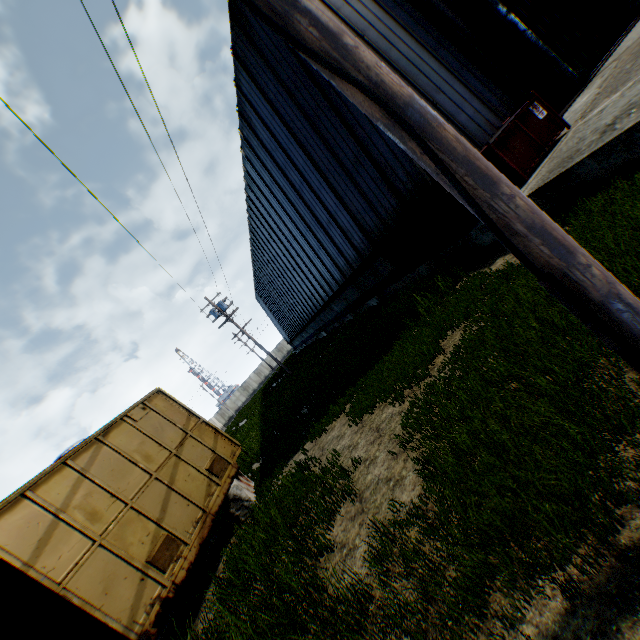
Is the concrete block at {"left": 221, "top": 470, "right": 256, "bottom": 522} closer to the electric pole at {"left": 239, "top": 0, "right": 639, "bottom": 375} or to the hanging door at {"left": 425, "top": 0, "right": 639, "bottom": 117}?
the electric pole at {"left": 239, "top": 0, "right": 639, "bottom": 375}

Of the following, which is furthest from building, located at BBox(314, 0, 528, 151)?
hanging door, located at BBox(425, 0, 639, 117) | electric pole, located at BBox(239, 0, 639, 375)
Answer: electric pole, located at BBox(239, 0, 639, 375)

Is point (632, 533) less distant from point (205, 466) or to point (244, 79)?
point (205, 466)

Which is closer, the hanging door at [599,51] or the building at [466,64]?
the building at [466,64]

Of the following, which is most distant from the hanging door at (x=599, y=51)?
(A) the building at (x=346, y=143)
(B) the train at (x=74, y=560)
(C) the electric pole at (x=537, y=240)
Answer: (B) the train at (x=74, y=560)

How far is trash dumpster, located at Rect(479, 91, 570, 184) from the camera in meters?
7.2

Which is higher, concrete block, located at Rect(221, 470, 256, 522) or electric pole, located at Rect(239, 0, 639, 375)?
electric pole, located at Rect(239, 0, 639, 375)

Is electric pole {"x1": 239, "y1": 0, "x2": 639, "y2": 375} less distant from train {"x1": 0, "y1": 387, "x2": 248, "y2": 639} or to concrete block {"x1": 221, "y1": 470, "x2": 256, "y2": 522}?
train {"x1": 0, "y1": 387, "x2": 248, "y2": 639}
